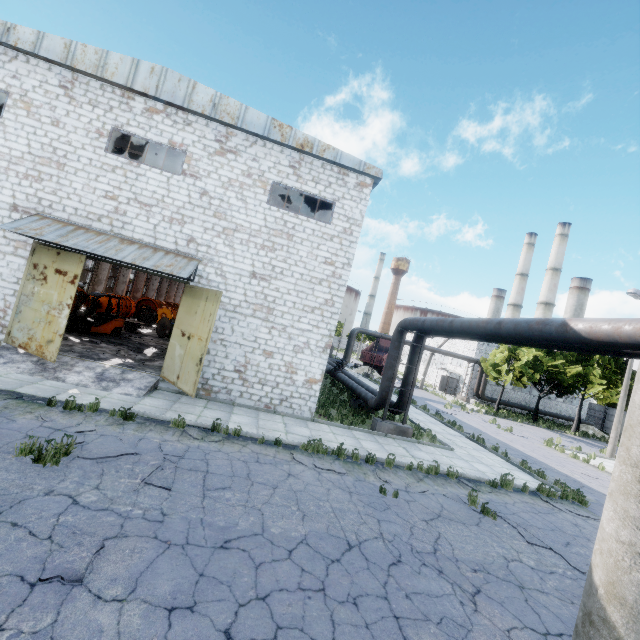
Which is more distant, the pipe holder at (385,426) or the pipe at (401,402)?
the pipe at (401,402)

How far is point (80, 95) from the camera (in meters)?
12.28

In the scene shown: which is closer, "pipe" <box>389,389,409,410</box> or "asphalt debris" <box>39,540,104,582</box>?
"asphalt debris" <box>39,540,104,582</box>

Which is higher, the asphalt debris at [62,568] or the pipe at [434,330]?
the pipe at [434,330]

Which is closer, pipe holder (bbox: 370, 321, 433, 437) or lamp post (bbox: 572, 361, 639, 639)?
lamp post (bbox: 572, 361, 639, 639)

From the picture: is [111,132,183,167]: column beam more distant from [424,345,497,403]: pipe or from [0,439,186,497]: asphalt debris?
[0,439,186,497]: asphalt debris

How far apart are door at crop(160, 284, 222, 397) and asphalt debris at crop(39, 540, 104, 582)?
6.6m

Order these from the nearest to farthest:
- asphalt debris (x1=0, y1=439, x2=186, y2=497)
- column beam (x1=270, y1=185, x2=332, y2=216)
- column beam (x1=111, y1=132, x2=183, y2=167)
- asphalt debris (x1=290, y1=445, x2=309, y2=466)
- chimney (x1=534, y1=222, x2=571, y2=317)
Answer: asphalt debris (x1=0, y1=439, x2=186, y2=497) → asphalt debris (x1=290, y1=445, x2=309, y2=466) → column beam (x1=111, y1=132, x2=183, y2=167) → column beam (x1=270, y1=185, x2=332, y2=216) → chimney (x1=534, y1=222, x2=571, y2=317)
